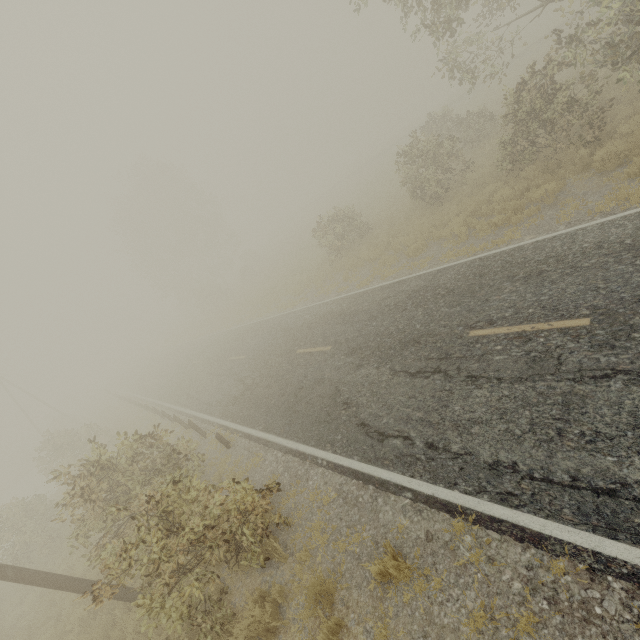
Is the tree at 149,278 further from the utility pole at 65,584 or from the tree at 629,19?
the utility pole at 65,584

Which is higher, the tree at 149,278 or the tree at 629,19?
the tree at 149,278

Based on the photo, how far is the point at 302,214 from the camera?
56.8m

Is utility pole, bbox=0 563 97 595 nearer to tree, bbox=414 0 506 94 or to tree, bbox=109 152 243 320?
tree, bbox=414 0 506 94

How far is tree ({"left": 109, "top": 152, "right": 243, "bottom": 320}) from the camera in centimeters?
3891cm

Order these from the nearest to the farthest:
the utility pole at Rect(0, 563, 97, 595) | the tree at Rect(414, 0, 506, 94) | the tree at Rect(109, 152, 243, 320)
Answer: the utility pole at Rect(0, 563, 97, 595) < the tree at Rect(414, 0, 506, 94) < the tree at Rect(109, 152, 243, 320)

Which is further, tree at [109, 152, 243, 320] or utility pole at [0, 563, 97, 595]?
tree at [109, 152, 243, 320]

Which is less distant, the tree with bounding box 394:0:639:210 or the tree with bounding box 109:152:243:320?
the tree with bounding box 394:0:639:210
